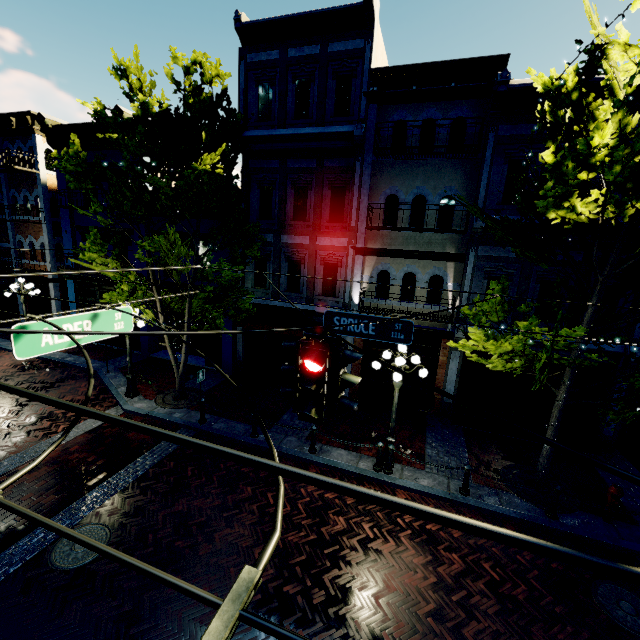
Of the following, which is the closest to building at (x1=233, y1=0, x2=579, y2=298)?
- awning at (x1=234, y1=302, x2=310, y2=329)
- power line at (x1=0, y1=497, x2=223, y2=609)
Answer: awning at (x1=234, y1=302, x2=310, y2=329)

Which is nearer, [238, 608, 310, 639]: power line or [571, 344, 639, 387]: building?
[238, 608, 310, 639]: power line

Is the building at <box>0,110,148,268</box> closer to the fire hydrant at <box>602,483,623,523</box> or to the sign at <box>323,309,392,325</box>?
the fire hydrant at <box>602,483,623,523</box>

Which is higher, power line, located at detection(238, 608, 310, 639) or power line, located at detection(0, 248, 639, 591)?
power line, located at detection(0, 248, 639, 591)

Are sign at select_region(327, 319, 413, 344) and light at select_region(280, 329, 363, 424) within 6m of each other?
yes

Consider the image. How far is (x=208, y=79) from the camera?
8.53m

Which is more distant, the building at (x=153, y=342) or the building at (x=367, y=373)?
the building at (x=153, y=342)
